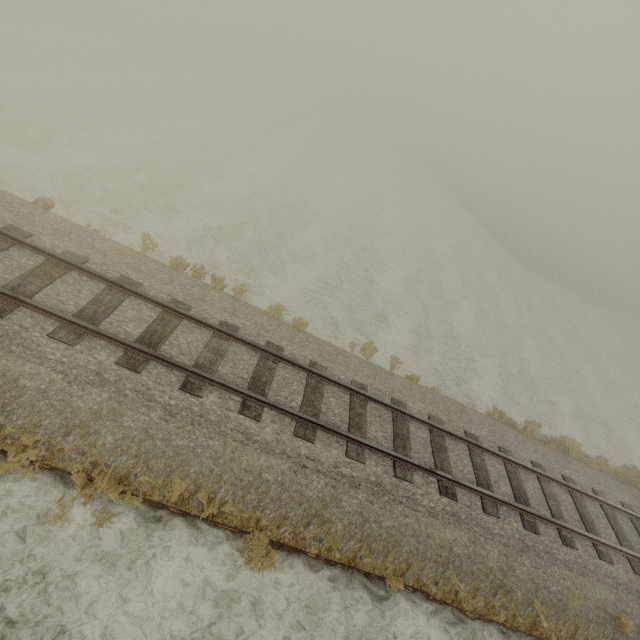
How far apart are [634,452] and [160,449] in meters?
22.9 m
